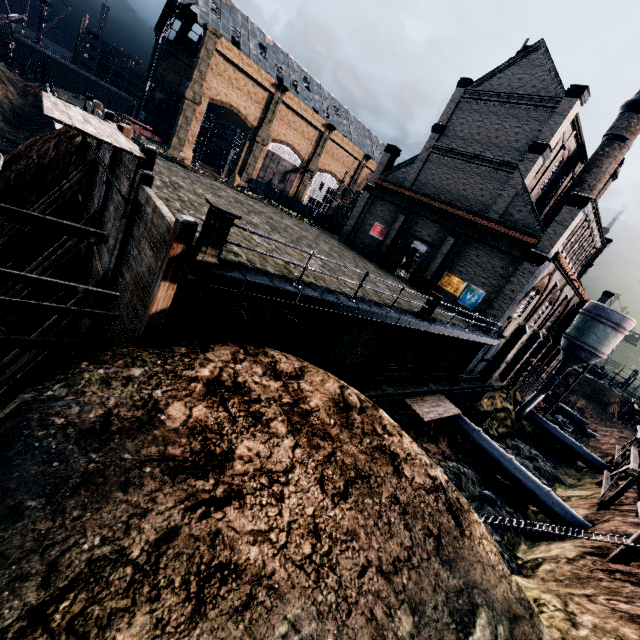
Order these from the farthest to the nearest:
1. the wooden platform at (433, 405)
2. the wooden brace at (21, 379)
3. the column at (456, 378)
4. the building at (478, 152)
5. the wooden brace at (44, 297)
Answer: the column at (456, 378), the building at (478, 152), the wooden platform at (433, 405), the wooden brace at (44, 297), the wooden brace at (21, 379)

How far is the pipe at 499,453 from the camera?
22.05m

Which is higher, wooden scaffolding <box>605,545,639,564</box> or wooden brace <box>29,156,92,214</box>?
wooden brace <box>29,156,92,214</box>

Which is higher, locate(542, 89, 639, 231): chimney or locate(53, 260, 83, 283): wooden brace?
locate(542, 89, 639, 231): chimney

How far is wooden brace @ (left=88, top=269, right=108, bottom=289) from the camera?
11.9m

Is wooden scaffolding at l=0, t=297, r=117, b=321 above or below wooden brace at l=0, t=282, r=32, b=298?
above

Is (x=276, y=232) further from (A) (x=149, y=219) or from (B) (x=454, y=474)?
(B) (x=454, y=474)

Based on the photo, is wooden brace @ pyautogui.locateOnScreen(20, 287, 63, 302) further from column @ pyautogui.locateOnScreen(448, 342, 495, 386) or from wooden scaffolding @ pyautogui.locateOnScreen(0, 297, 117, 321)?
column @ pyautogui.locateOnScreen(448, 342, 495, 386)
